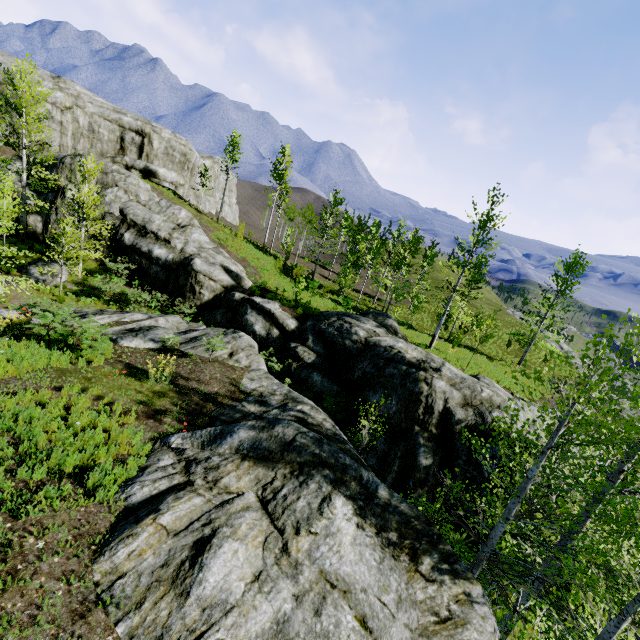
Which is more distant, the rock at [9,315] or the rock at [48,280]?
the rock at [48,280]

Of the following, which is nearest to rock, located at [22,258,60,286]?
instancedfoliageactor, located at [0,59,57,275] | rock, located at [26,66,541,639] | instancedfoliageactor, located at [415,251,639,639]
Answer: instancedfoliageactor, located at [0,59,57,275]

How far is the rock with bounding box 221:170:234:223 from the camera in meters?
54.1

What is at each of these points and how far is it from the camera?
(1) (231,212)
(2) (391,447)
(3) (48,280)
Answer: (1) rock, 59.12m
(2) rock, 14.72m
(3) rock, 21.27m

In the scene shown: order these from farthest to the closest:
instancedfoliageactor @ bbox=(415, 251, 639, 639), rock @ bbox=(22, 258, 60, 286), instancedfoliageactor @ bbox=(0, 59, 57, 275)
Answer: rock @ bbox=(22, 258, 60, 286) → instancedfoliageactor @ bbox=(0, 59, 57, 275) → instancedfoliageactor @ bbox=(415, 251, 639, 639)

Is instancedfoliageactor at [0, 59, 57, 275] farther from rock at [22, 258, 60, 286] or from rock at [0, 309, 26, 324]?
rock at [22, 258, 60, 286]

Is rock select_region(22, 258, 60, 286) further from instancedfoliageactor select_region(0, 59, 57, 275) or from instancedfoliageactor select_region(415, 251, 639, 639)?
A: instancedfoliageactor select_region(415, 251, 639, 639)
